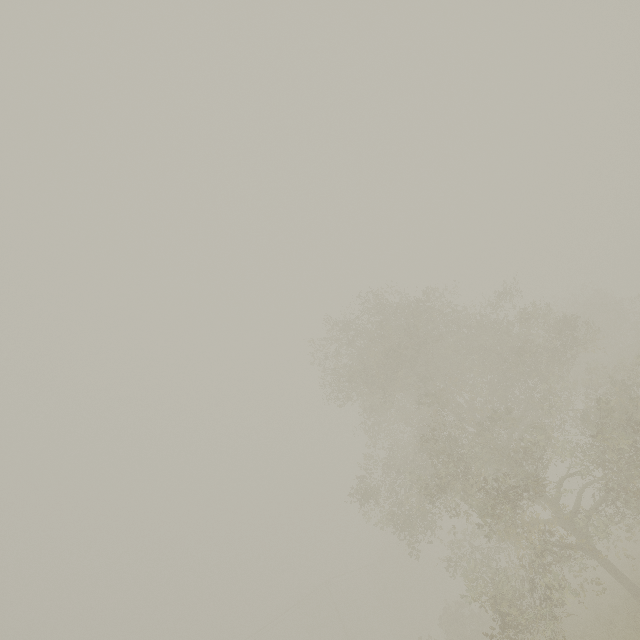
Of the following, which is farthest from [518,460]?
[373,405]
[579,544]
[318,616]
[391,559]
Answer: [318,616]
